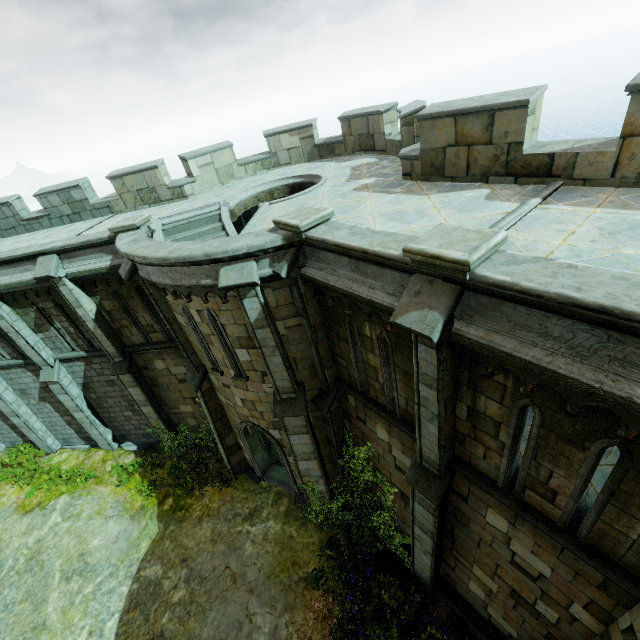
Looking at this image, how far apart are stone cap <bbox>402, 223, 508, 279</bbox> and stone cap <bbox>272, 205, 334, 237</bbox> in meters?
2.4 m

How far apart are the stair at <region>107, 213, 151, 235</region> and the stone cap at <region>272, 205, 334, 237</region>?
5.42m

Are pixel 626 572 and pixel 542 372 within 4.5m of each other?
yes

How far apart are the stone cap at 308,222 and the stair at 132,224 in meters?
5.4

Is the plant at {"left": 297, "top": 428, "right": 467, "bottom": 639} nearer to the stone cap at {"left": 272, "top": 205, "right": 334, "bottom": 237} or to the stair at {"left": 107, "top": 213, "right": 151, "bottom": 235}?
the stone cap at {"left": 272, "top": 205, "right": 334, "bottom": 237}

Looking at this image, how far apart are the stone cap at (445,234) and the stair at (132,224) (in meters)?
8.70

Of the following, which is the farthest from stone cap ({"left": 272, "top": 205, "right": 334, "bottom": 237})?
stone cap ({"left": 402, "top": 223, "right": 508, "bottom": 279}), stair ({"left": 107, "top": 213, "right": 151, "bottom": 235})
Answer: stair ({"left": 107, "top": 213, "right": 151, "bottom": 235})

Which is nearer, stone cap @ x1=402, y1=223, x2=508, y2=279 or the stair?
stone cap @ x1=402, y1=223, x2=508, y2=279
